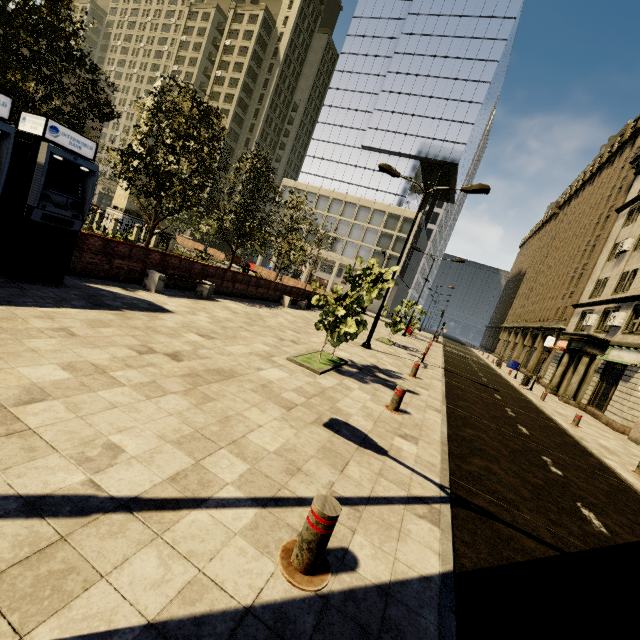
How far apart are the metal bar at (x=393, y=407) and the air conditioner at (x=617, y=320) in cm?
2188

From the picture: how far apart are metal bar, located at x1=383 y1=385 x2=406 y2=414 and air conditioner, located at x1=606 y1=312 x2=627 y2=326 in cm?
2188

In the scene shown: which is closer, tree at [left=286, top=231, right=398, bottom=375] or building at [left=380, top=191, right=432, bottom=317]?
tree at [left=286, top=231, right=398, bottom=375]

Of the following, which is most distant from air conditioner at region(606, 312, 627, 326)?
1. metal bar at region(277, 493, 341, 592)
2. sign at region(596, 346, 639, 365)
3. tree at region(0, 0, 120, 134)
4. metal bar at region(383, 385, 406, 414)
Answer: metal bar at region(277, 493, 341, 592)

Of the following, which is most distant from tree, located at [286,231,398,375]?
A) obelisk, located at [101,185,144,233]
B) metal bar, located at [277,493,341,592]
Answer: metal bar, located at [277,493,341,592]

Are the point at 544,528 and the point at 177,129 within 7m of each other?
no

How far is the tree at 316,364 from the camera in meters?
8.0 m

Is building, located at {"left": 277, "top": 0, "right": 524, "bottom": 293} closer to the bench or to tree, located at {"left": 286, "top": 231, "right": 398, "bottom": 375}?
tree, located at {"left": 286, "top": 231, "right": 398, "bottom": 375}
